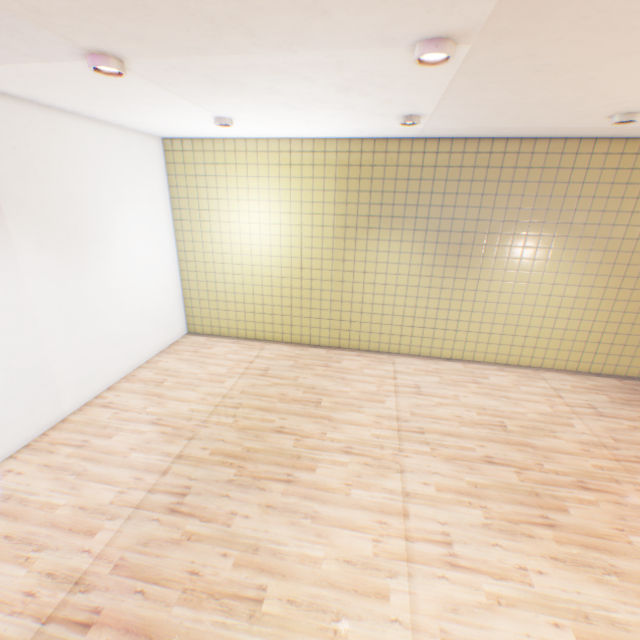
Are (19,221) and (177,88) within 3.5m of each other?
yes

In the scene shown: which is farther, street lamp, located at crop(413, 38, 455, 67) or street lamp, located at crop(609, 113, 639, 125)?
street lamp, located at crop(609, 113, 639, 125)

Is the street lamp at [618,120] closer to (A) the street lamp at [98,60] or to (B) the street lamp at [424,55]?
(B) the street lamp at [424,55]

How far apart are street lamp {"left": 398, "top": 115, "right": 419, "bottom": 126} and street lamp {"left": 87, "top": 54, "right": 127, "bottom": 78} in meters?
3.3

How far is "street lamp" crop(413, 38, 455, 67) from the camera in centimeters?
226cm

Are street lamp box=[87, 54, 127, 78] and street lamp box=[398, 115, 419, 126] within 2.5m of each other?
no

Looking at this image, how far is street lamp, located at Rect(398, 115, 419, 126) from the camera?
4.3m

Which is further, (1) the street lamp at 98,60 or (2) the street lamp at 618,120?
(2) the street lamp at 618,120
